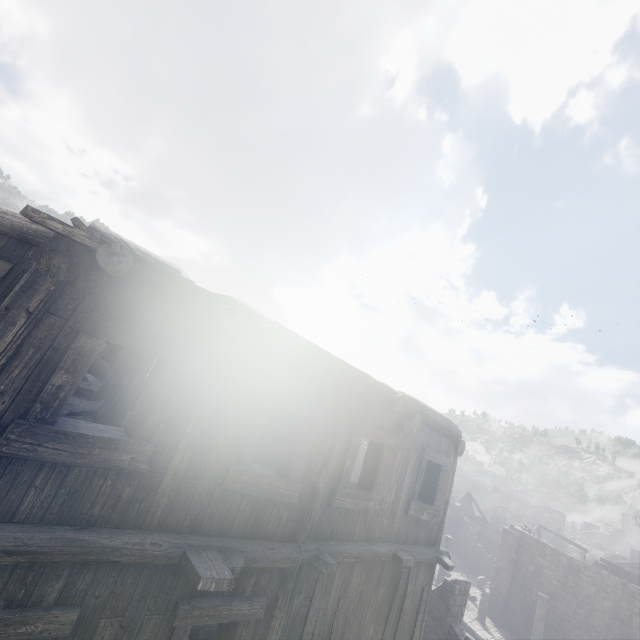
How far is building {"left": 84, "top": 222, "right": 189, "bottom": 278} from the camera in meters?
3.4 m

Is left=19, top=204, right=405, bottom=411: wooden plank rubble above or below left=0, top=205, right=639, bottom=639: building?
above

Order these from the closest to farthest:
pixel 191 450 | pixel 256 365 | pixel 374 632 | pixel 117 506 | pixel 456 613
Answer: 1. pixel 117 506
2. pixel 191 450
3. pixel 256 365
4. pixel 374 632
5. pixel 456 613

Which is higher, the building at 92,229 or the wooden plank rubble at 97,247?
the building at 92,229

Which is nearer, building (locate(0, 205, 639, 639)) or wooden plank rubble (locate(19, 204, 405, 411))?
wooden plank rubble (locate(19, 204, 405, 411))

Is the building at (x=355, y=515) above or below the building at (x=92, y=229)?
below

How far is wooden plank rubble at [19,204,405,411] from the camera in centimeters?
258cm
